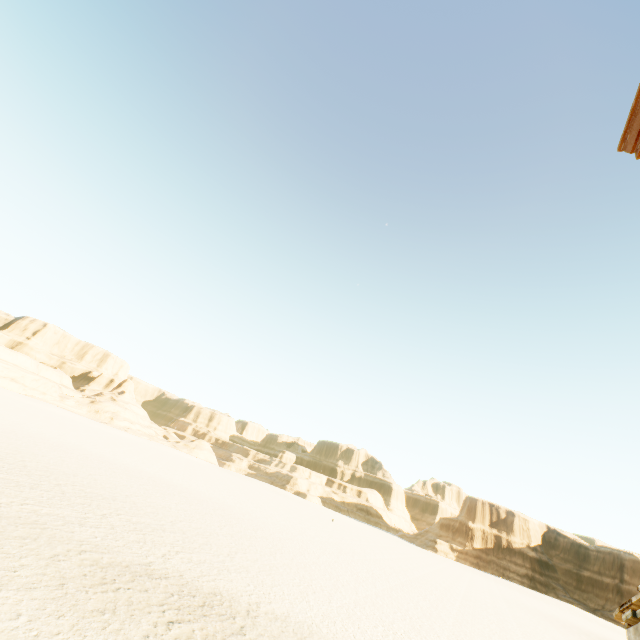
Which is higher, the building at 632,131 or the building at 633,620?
the building at 632,131

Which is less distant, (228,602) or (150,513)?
(228,602)

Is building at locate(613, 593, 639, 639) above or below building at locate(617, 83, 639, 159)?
below
